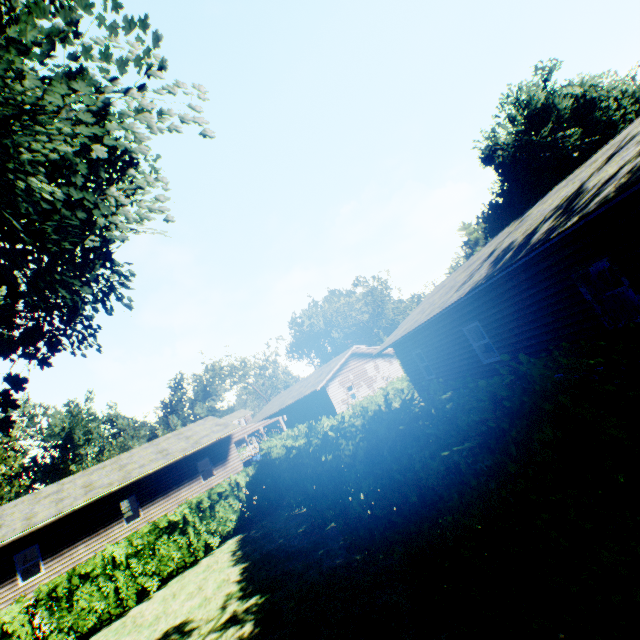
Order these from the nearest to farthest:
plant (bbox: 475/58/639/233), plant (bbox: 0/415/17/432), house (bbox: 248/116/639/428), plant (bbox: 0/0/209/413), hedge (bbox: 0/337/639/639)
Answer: hedge (bbox: 0/337/639/639), plant (bbox: 0/0/209/413), house (bbox: 248/116/639/428), plant (bbox: 0/415/17/432), plant (bbox: 475/58/639/233)

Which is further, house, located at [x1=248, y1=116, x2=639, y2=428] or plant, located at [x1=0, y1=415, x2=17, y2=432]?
plant, located at [x1=0, y1=415, x2=17, y2=432]

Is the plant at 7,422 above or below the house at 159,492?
above

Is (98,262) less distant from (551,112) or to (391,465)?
(391,465)

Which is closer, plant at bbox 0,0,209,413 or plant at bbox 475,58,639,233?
plant at bbox 0,0,209,413

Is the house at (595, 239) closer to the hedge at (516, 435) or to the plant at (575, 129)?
the plant at (575, 129)

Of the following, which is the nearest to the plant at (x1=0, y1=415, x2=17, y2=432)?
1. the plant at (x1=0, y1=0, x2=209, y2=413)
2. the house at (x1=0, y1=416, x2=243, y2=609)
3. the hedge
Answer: the plant at (x1=0, y1=0, x2=209, y2=413)
